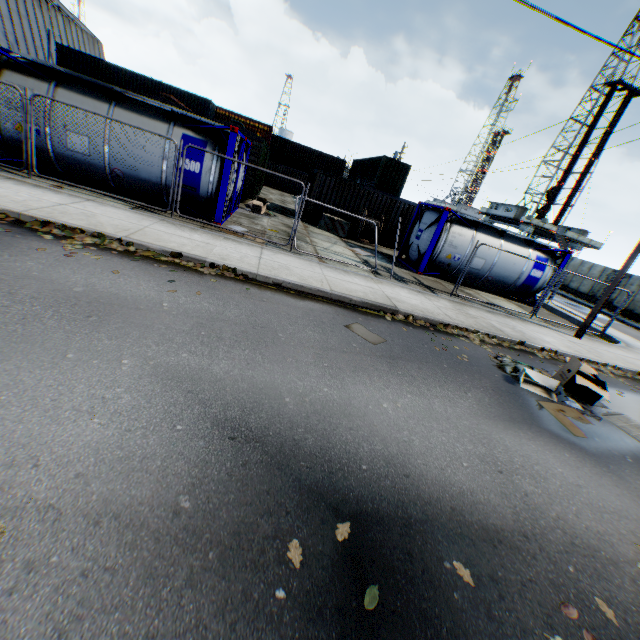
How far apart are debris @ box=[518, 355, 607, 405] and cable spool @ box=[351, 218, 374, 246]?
Answer: 12.2 meters

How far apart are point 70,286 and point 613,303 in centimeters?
3764cm

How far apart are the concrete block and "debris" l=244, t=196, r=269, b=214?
3.2m

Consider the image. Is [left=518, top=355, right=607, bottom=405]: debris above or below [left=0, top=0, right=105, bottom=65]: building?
below

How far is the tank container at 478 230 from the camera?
14.1m

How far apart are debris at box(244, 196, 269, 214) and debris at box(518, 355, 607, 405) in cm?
1371

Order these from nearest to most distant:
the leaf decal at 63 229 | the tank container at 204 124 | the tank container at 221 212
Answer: the leaf decal at 63 229 < the tank container at 204 124 < the tank container at 221 212

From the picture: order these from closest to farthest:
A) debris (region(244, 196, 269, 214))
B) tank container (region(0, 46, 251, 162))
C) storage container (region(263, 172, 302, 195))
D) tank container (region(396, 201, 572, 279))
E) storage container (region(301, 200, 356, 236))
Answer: tank container (region(0, 46, 251, 162))
tank container (region(396, 201, 572, 279))
debris (region(244, 196, 269, 214))
storage container (region(301, 200, 356, 236))
storage container (region(263, 172, 302, 195))
